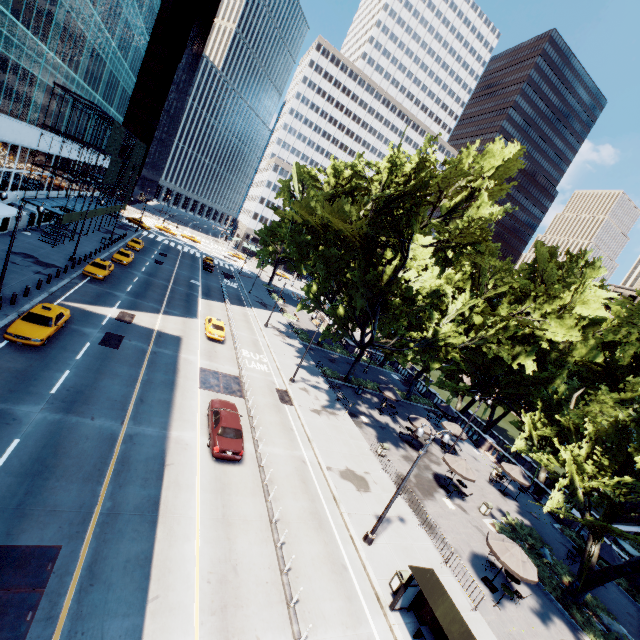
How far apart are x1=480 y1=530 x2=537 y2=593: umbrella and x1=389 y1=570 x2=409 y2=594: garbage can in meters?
5.9 m

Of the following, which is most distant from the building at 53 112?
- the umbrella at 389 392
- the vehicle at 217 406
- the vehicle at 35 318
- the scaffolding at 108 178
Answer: the umbrella at 389 392

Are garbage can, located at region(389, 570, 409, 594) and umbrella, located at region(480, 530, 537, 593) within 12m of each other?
yes

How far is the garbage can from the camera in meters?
14.6

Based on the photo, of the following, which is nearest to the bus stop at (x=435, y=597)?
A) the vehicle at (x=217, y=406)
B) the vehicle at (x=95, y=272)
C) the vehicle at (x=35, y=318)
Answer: the vehicle at (x=217, y=406)

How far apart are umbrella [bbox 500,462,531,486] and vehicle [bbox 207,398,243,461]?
24.8m

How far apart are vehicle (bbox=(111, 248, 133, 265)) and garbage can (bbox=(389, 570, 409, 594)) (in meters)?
42.12

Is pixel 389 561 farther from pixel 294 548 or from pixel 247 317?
pixel 247 317
